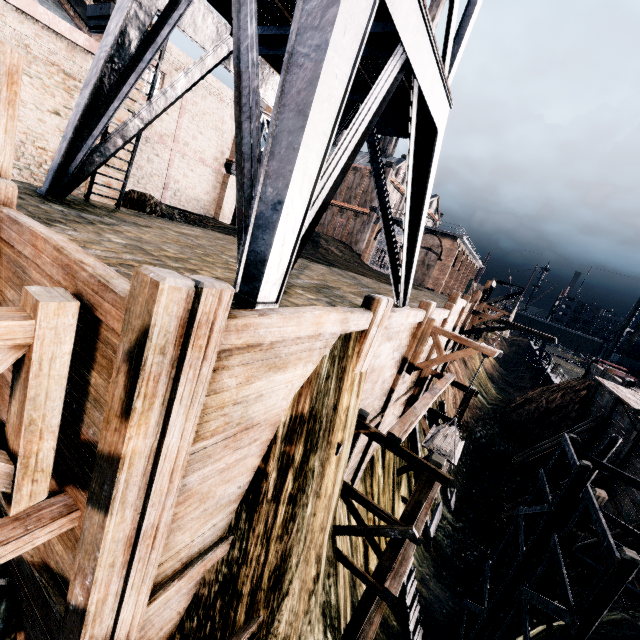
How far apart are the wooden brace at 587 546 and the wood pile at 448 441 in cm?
845

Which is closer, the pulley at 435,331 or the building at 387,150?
the pulley at 435,331

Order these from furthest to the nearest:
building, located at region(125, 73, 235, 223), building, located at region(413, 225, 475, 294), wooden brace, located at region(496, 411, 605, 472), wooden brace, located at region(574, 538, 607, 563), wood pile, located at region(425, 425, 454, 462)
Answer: building, located at region(413, 225, 475, 294), building, located at region(125, 73, 235, 223), wooden brace, located at region(496, 411, 605, 472), wooden brace, located at region(574, 538, 607, 563), wood pile, located at region(425, 425, 454, 462)

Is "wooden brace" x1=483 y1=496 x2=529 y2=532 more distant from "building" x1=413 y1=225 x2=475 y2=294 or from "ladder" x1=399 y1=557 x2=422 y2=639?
"building" x1=413 y1=225 x2=475 y2=294

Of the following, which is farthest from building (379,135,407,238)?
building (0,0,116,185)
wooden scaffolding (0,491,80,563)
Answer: wooden scaffolding (0,491,80,563)

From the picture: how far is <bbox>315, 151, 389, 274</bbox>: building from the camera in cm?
5162

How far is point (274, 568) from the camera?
6.7m

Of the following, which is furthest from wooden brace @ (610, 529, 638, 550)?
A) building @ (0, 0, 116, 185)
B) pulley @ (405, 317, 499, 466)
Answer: building @ (0, 0, 116, 185)
